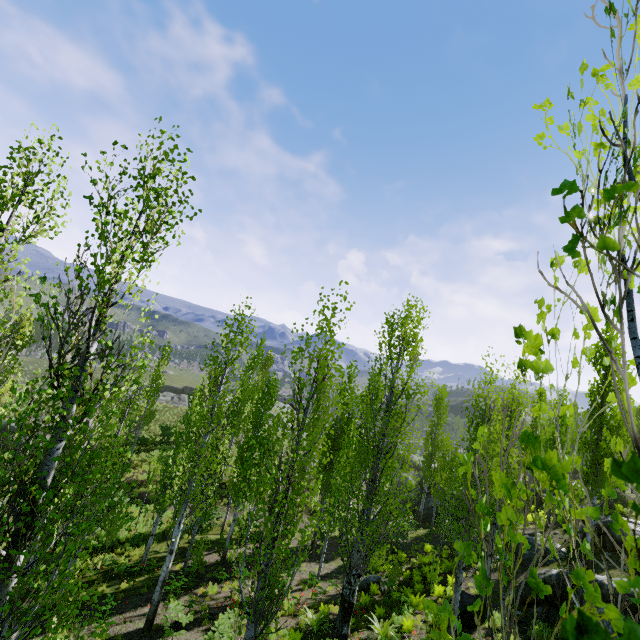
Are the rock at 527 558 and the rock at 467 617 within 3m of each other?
no

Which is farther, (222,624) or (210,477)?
(210,477)

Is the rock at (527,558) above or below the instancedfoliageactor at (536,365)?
above

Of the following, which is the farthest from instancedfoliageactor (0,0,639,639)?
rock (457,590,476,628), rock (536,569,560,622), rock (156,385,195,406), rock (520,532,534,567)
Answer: rock (536,569,560,622)

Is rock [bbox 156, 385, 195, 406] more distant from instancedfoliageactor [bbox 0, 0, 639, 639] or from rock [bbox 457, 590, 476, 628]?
rock [bbox 457, 590, 476, 628]

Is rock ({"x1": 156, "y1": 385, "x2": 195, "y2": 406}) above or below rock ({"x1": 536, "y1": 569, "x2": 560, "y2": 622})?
below

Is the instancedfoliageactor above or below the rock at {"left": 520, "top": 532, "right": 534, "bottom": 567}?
below

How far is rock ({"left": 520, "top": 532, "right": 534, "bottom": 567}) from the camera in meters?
16.2
